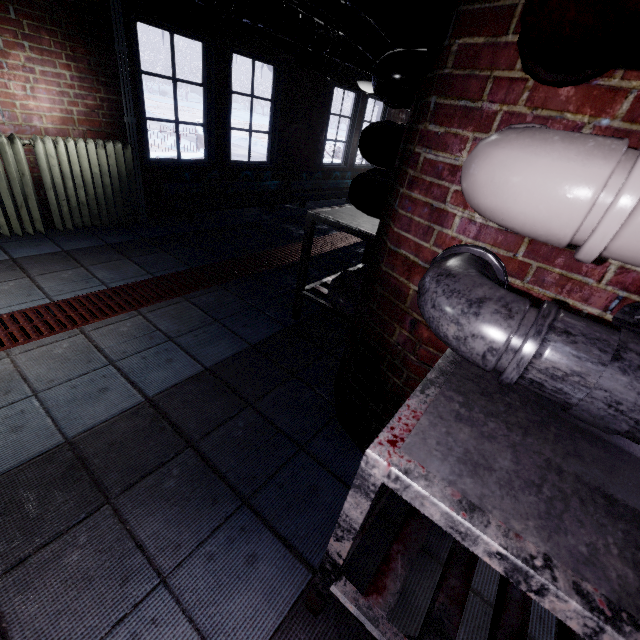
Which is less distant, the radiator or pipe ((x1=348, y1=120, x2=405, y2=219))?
pipe ((x1=348, y1=120, x2=405, y2=219))

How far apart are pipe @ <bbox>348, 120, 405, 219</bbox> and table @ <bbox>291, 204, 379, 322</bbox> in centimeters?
10cm

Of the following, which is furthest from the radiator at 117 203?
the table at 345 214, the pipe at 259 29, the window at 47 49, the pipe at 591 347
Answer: the pipe at 591 347

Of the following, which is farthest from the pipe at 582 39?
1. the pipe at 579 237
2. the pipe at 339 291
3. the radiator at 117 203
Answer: the radiator at 117 203

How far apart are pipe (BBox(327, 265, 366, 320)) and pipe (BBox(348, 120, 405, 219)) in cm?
43

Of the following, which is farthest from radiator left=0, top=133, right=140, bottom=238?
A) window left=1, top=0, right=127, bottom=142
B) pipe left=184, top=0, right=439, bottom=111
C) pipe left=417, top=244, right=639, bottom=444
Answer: pipe left=417, top=244, right=639, bottom=444

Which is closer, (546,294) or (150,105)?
(546,294)

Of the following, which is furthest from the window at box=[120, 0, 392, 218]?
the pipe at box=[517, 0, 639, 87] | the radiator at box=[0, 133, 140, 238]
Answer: the pipe at box=[517, 0, 639, 87]
